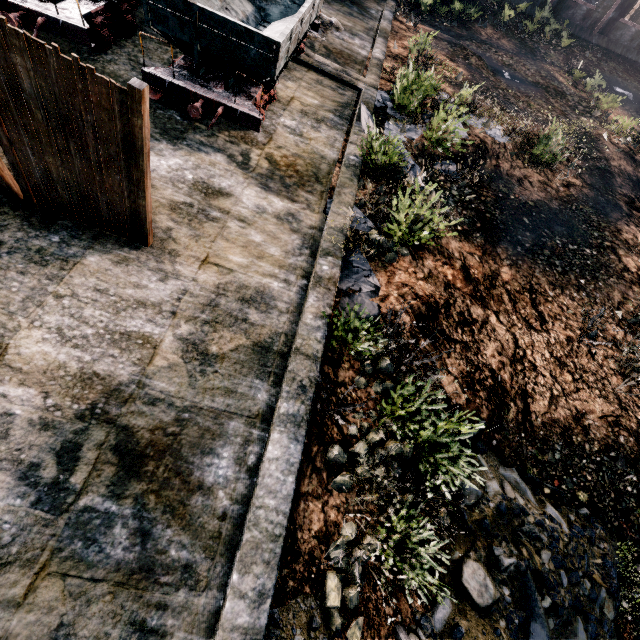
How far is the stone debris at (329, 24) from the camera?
14.2 meters

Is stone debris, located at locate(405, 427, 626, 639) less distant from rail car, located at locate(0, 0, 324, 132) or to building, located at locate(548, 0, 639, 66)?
rail car, located at locate(0, 0, 324, 132)

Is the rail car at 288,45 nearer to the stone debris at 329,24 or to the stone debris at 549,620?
the stone debris at 329,24

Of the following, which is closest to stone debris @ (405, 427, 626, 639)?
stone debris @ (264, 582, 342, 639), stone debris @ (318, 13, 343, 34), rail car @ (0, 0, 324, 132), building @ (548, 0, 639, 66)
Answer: stone debris @ (264, 582, 342, 639)

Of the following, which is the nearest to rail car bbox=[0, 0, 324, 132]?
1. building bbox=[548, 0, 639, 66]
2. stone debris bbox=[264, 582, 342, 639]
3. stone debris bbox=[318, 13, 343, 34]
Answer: stone debris bbox=[318, 13, 343, 34]

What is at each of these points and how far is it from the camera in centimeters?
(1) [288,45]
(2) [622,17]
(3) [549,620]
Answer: (1) rail car, 793cm
(2) building, 2527cm
(3) stone debris, 575cm

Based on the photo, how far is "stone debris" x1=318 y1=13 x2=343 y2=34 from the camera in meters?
14.2

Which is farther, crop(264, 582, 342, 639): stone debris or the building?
the building
